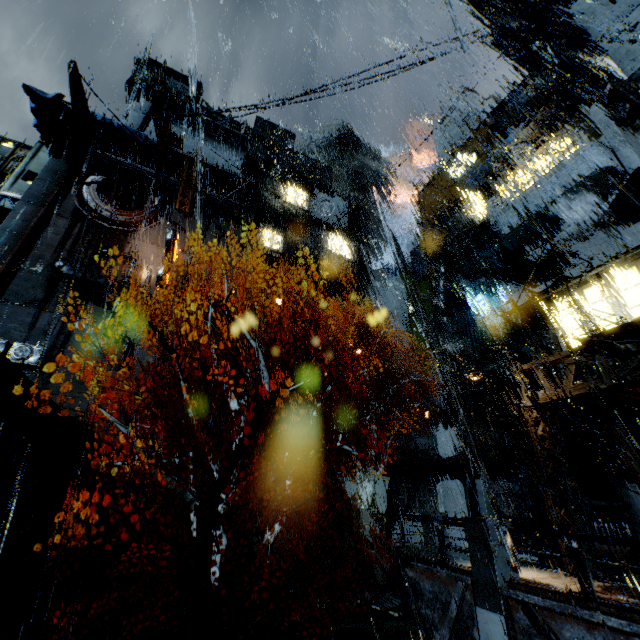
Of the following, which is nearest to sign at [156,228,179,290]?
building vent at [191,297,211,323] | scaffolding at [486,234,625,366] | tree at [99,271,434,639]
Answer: building vent at [191,297,211,323]

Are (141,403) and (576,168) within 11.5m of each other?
no

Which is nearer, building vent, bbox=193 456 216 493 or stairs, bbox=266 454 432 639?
stairs, bbox=266 454 432 639

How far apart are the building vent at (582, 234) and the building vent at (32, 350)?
36.85m

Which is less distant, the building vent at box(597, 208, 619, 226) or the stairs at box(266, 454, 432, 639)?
the stairs at box(266, 454, 432, 639)

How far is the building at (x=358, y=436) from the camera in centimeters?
2473cm

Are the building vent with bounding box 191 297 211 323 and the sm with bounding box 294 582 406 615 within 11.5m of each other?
no

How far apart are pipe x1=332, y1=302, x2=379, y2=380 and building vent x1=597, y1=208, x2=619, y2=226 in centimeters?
2184cm
